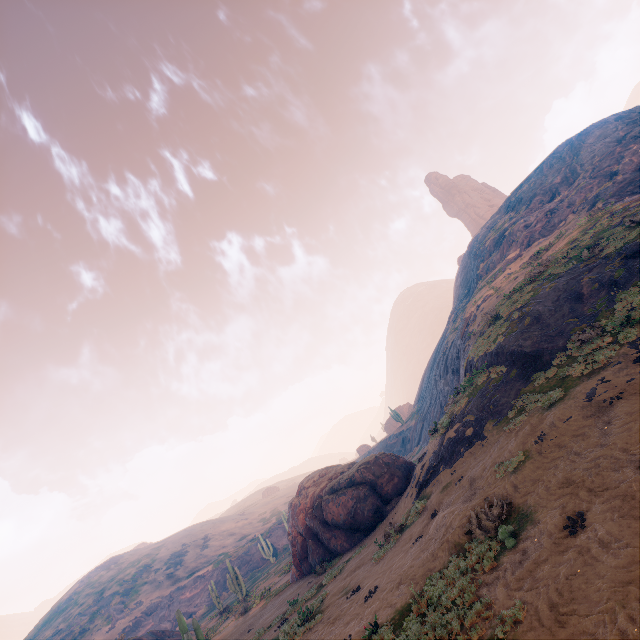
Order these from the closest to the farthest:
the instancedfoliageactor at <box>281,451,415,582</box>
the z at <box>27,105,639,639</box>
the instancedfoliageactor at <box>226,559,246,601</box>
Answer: the z at <box>27,105,639,639</box>, the instancedfoliageactor at <box>281,451,415,582</box>, the instancedfoliageactor at <box>226,559,246,601</box>

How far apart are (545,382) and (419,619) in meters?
10.9

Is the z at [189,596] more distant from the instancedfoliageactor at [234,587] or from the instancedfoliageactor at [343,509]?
the instancedfoliageactor at [234,587]

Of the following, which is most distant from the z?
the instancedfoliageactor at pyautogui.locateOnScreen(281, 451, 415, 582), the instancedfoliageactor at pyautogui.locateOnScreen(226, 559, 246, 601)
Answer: the instancedfoliageactor at pyautogui.locateOnScreen(226, 559, 246, 601)

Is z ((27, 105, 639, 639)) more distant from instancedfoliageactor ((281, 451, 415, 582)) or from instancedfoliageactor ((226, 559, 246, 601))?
instancedfoliageactor ((226, 559, 246, 601))

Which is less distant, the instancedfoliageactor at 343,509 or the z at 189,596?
the z at 189,596
